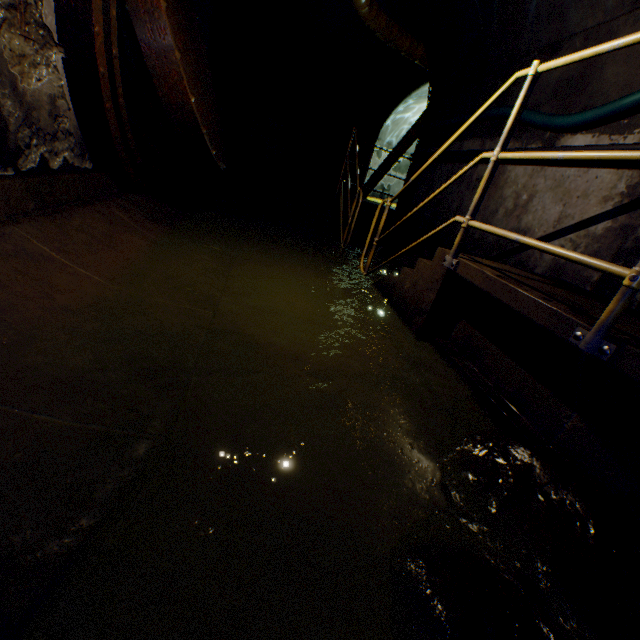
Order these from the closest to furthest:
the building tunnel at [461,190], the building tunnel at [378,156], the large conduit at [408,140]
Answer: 1. the building tunnel at [461,190]
2. the large conduit at [408,140]
3. the building tunnel at [378,156]

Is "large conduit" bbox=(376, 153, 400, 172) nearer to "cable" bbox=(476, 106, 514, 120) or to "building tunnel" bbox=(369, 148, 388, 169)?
"building tunnel" bbox=(369, 148, 388, 169)

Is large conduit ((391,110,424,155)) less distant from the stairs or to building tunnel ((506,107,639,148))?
building tunnel ((506,107,639,148))

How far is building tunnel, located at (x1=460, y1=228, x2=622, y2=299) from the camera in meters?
2.7 m

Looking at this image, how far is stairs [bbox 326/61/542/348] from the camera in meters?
2.3

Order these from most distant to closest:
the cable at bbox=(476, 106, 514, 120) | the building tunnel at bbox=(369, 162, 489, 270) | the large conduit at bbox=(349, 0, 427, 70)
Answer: the large conduit at bbox=(349, 0, 427, 70) < the building tunnel at bbox=(369, 162, 489, 270) < the cable at bbox=(476, 106, 514, 120)

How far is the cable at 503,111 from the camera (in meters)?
4.00

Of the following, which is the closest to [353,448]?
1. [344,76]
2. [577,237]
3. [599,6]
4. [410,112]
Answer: [577,237]
